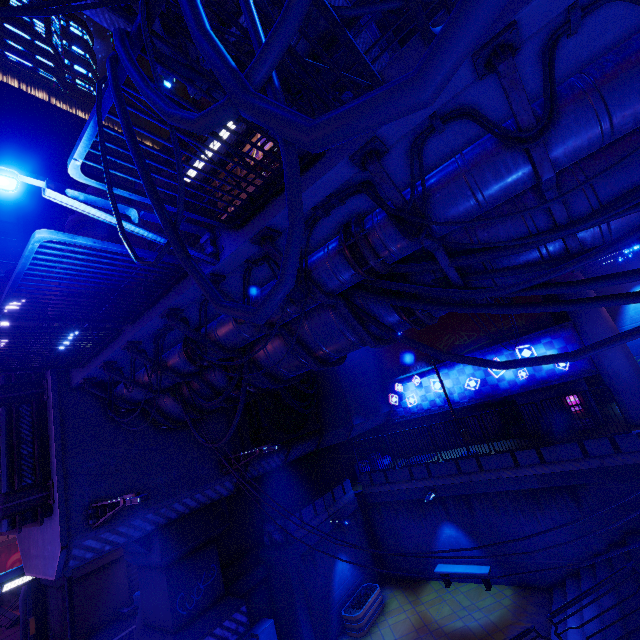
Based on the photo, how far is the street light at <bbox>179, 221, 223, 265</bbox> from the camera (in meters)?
5.18

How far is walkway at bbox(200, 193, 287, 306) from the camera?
4.82m

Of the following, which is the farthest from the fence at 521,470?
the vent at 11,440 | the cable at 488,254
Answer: the vent at 11,440

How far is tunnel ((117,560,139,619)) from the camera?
22.5m

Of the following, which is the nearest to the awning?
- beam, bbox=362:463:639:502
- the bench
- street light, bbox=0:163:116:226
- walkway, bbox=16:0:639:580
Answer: walkway, bbox=16:0:639:580

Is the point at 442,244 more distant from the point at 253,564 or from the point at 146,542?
the point at 253,564

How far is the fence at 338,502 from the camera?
14.97m

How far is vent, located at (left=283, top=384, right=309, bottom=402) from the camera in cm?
1776
